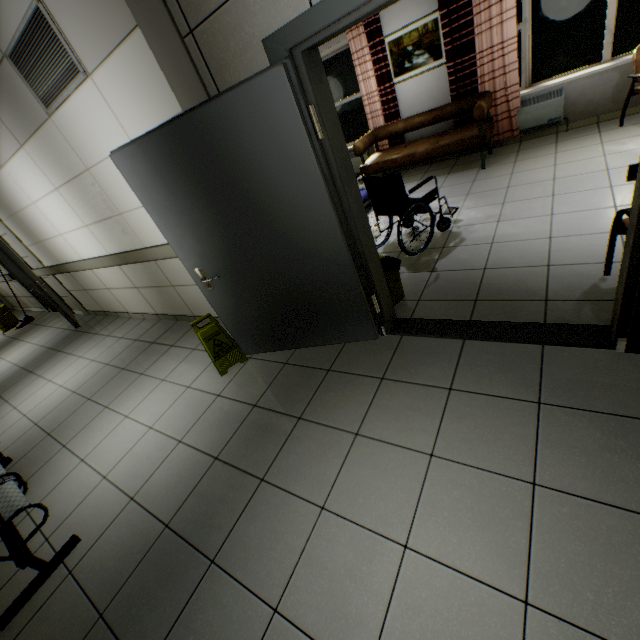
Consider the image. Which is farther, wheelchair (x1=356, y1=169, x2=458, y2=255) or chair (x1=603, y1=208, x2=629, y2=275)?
wheelchair (x1=356, y1=169, x2=458, y2=255)

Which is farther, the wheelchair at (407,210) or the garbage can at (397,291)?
the wheelchair at (407,210)

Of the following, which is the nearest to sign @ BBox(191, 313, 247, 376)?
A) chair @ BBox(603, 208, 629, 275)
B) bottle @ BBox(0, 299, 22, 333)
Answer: chair @ BBox(603, 208, 629, 275)

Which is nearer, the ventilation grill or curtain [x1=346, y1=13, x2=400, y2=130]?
the ventilation grill

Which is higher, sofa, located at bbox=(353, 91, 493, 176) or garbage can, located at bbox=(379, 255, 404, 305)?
sofa, located at bbox=(353, 91, 493, 176)

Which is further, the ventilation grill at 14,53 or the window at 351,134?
the window at 351,134

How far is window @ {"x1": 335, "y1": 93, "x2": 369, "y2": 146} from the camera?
6.5m

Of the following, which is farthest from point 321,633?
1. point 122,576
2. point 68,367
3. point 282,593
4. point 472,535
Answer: point 68,367
